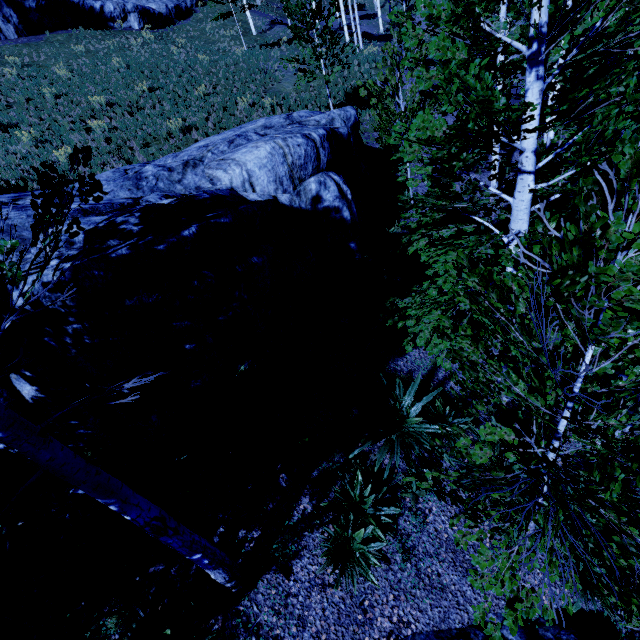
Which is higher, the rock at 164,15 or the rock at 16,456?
the rock at 164,15

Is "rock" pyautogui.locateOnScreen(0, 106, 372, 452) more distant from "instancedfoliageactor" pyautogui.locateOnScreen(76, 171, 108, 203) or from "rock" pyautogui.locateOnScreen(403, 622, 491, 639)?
"rock" pyautogui.locateOnScreen(403, 622, 491, 639)

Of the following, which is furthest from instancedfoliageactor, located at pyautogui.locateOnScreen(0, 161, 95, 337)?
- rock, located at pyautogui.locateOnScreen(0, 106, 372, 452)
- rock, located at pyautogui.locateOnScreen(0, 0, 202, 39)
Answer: rock, located at pyautogui.locateOnScreen(0, 0, 202, 39)

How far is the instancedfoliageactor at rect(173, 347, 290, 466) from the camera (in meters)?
5.44

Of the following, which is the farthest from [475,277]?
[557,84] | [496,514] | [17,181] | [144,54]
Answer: [144,54]

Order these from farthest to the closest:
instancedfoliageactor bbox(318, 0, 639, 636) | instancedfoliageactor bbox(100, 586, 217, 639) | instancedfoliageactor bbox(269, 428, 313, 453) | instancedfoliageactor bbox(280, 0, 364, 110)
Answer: instancedfoliageactor bbox(280, 0, 364, 110) < instancedfoliageactor bbox(269, 428, 313, 453) < instancedfoliageactor bbox(100, 586, 217, 639) < instancedfoliageactor bbox(318, 0, 639, 636)

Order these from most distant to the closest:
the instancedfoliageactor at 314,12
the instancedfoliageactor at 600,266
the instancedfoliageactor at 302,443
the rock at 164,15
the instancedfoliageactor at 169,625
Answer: the rock at 164,15
the instancedfoliageactor at 314,12
the instancedfoliageactor at 302,443
the instancedfoliageactor at 169,625
the instancedfoliageactor at 600,266
